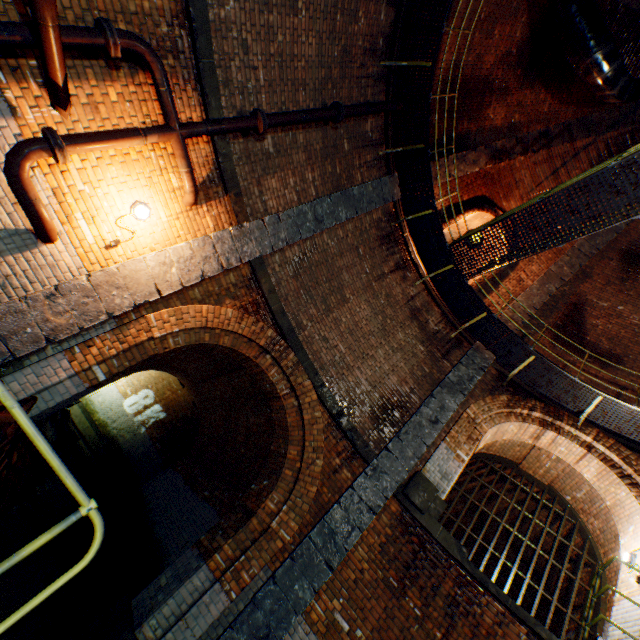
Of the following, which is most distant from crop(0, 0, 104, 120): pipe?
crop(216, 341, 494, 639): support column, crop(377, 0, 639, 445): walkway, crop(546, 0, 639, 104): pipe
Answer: crop(216, 341, 494, 639): support column

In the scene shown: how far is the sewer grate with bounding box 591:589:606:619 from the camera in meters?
7.4

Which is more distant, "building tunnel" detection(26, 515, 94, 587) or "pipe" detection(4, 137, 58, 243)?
"building tunnel" detection(26, 515, 94, 587)

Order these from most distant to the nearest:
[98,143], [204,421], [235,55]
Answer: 1. [204,421]
2. [235,55]
3. [98,143]

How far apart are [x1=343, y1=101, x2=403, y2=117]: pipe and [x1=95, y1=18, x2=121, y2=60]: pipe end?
4.10m

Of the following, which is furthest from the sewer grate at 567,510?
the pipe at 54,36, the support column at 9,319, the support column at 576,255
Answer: the pipe at 54,36

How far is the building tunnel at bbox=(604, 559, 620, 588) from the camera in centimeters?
755cm

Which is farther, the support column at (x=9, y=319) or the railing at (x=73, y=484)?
the support column at (x=9, y=319)
